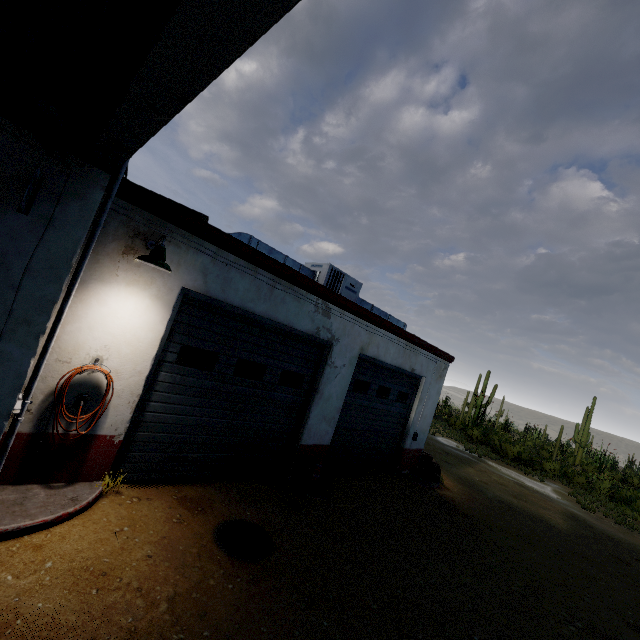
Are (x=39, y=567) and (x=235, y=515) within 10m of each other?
yes

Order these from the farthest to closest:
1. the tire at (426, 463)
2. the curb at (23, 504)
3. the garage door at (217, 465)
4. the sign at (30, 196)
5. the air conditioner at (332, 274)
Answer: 1. the tire at (426, 463)
2. the air conditioner at (332, 274)
3. the garage door at (217, 465)
4. the curb at (23, 504)
5. the sign at (30, 196)

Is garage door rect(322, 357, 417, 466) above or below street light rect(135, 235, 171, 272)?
below

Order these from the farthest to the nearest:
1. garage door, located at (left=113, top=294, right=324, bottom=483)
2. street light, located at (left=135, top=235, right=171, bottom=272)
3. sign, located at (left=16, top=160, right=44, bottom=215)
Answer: garage door, located at (left=113, top=294, right=324, bottom=483)
street light, located at (left=135, top=235, right=171, bottom=272)
sign, located at (left=16, top=160, right=44, bottom=215)

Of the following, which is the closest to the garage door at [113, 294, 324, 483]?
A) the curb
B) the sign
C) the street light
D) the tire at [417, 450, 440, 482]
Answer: the curb

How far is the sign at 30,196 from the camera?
2.5m

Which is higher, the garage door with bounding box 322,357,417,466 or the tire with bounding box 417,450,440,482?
the garage door with bounding box 322,357,417,466

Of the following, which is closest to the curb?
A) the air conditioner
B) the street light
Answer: the street light
